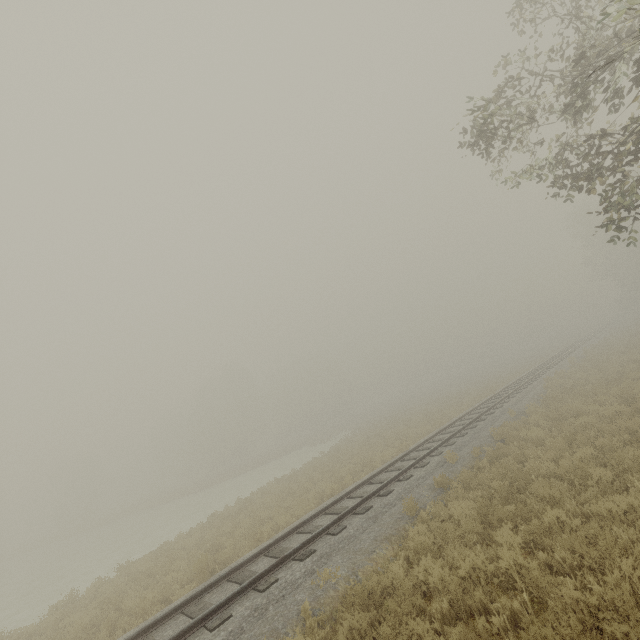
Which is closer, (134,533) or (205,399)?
(134,533)
